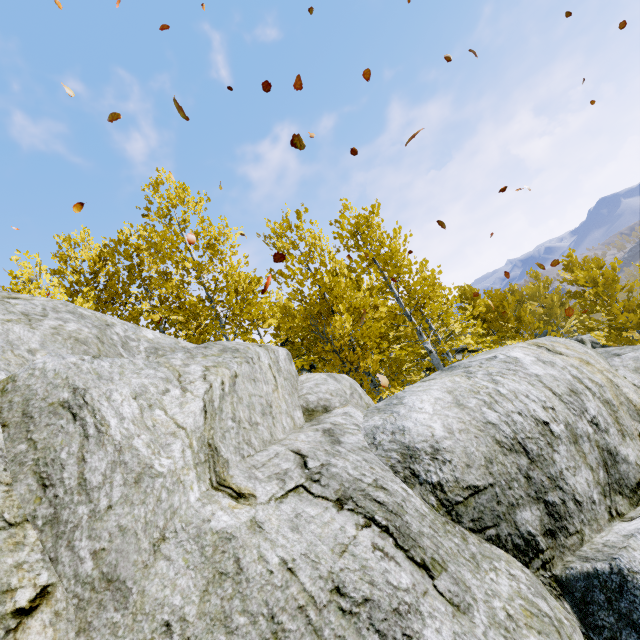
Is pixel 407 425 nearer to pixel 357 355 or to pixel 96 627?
pixel 96 627

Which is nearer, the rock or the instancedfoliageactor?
the rock

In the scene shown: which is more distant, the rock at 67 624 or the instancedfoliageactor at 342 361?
the instancedfoliageactor at 342 361
